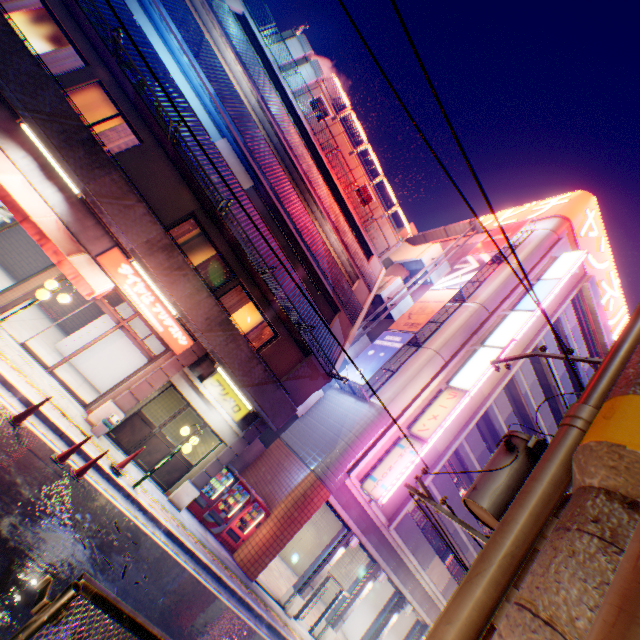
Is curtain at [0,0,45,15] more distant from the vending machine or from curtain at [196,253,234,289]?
the vending machine

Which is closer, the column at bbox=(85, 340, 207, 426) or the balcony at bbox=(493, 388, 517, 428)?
the column at bbox=(85, 340, 207, 426)

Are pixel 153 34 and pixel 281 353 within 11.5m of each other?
no

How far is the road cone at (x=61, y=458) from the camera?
7.73m

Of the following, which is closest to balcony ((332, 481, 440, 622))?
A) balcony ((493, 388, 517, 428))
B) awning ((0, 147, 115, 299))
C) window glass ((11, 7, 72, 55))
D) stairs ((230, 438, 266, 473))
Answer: stairs ((230, 438, 266, 473))

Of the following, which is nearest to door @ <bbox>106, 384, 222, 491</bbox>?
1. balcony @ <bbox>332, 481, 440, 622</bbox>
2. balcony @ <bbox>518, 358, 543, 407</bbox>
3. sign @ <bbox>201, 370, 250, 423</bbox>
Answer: sign @ <bbox>201, 370, 250, 423</bbox>

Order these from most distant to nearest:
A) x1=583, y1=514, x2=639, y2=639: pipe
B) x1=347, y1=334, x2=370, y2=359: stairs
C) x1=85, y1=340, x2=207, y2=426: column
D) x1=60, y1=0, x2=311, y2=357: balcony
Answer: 1. x1=347, y1=334, x2=370, y2=359: stairs
2. x1=85, y1=340, x2=207, y2=426: column
3. x1=60, y1=0, x2=311, y2=357: balcony
4. x1=583, y1=514, x2=639, y2=639: pipe

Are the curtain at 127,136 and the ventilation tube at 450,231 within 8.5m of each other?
no
